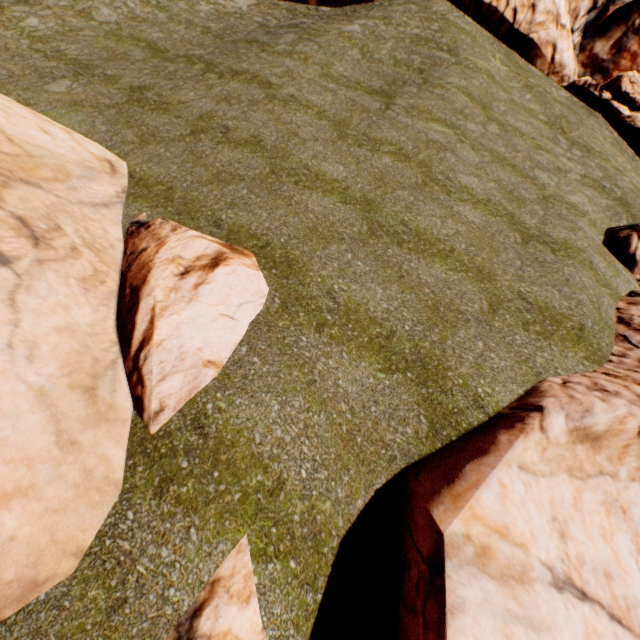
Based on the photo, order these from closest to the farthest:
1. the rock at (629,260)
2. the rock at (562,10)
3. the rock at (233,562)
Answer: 1. the rock at (233,562)
2. the rock at (629,260)
3. the rock at (562,10)

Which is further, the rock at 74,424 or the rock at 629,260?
the rock at 629,260

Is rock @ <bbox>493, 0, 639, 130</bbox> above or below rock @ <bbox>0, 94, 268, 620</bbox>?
above

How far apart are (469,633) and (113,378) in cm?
482

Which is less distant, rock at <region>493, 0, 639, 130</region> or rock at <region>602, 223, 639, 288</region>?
rock at <region>602, 223, 639, 288</region>

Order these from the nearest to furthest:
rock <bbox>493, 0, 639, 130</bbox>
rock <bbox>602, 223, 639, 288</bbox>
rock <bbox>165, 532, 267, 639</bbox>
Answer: rock <bbox>165, 532, 267, 639</bbox> < rock <bbox>602, 223, 639, 288</bbox> < rock <bbox>493, 0, 639, 130</bbox>
